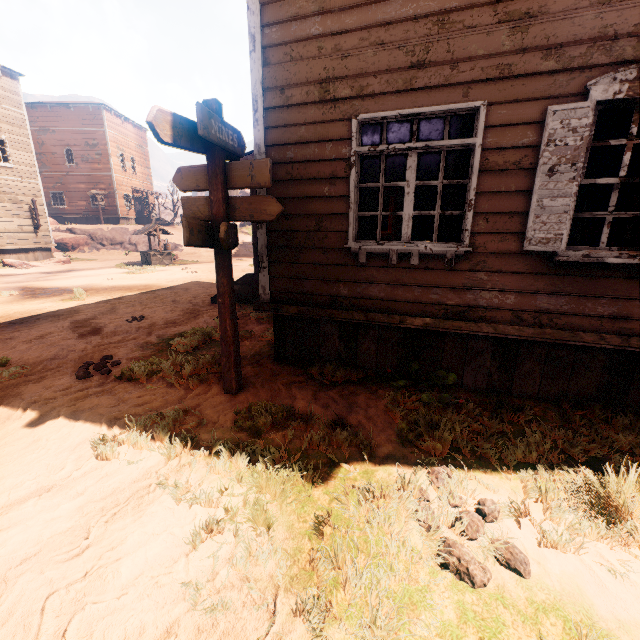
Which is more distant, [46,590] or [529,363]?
[529,363]

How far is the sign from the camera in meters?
2.9 m

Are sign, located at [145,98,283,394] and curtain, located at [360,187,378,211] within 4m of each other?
yes

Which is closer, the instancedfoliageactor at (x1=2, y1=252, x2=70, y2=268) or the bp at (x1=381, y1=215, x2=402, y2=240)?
the bp at (x1=381, y1=215, x2=402, y2=240)

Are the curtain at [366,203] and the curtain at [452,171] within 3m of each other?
yes

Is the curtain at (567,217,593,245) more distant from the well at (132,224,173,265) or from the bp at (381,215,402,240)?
the well at (132,224,173,265)

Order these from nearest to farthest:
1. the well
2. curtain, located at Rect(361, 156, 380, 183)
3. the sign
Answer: the sign
curtain, located at Rect(361, 156, 380, 183)
the well

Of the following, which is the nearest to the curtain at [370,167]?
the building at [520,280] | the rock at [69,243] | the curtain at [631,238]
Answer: the building at [520,280]
